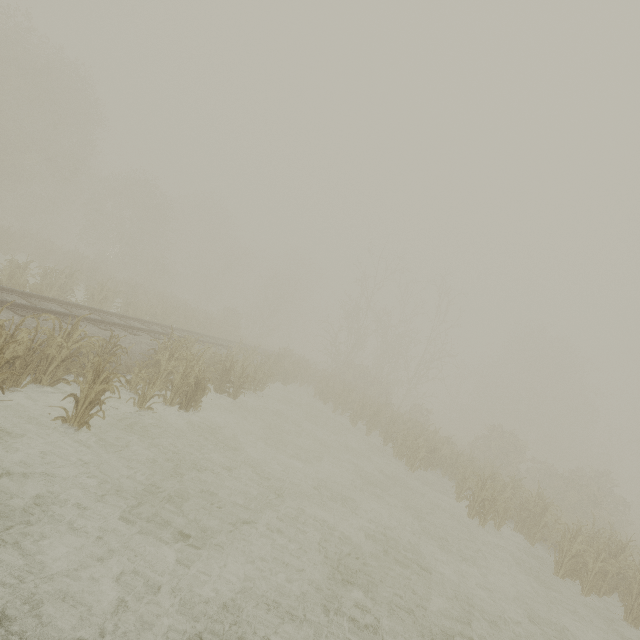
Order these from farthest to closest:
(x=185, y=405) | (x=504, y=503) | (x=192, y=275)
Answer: (x=192, y=275) < (x=504, y=503) < (x=185, y=405)
